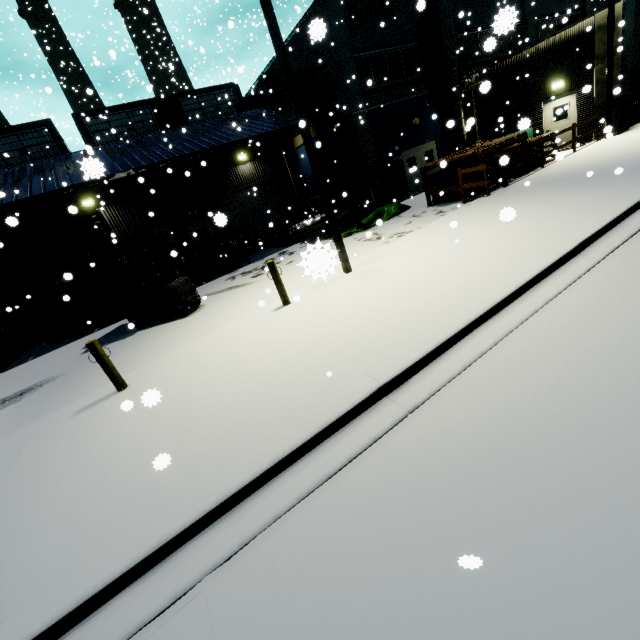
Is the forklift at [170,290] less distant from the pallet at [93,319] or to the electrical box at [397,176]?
the pallet at [93,319]

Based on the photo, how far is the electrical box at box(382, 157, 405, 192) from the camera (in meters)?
18.44

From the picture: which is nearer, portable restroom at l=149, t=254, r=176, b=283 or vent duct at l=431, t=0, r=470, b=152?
portable restroom at l=149, t=254, r=176, b=283

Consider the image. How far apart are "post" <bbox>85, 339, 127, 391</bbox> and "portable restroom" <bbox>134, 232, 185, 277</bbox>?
9.6m

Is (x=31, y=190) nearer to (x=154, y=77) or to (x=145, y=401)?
(x=145, y=401)

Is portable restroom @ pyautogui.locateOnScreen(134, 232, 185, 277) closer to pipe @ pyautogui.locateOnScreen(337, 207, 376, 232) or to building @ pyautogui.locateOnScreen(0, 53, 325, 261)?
building @ pyautogui.locateOnScreen(0, 53, 325, 261)

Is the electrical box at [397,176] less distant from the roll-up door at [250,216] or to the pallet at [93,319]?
the roll-up door at [250,216]

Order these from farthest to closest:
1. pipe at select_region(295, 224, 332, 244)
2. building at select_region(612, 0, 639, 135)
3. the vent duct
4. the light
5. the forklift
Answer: the vent duct < pipe at select_region(295, 224, 332, 244) < building at select_region(612, 0, 639, 135) < the forklift < the light
